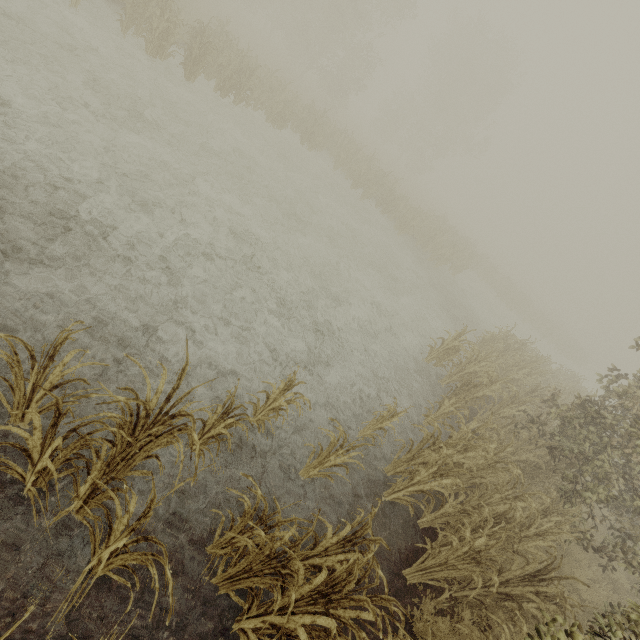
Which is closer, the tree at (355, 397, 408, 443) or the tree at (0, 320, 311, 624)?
the tree at (0, 320, 311, 624)

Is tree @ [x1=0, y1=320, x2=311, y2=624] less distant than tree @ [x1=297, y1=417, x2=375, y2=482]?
Yes

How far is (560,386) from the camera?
13.86m

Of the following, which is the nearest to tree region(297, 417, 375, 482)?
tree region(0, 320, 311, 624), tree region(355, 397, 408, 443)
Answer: tree region(0, 320, 311, 624)

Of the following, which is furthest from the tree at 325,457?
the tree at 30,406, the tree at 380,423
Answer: the tree at 380,423

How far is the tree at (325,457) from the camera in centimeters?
426cm

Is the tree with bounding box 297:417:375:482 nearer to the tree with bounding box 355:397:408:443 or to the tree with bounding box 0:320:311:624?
the tree with bounding box 0:320:311:624
